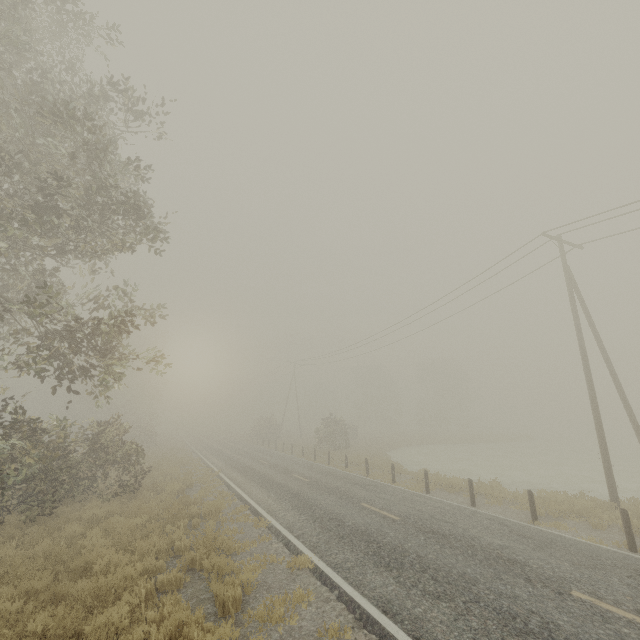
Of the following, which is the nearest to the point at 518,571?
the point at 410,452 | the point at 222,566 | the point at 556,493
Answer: the point at 222,566

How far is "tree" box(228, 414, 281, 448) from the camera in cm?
4429

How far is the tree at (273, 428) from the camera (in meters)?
44.29
